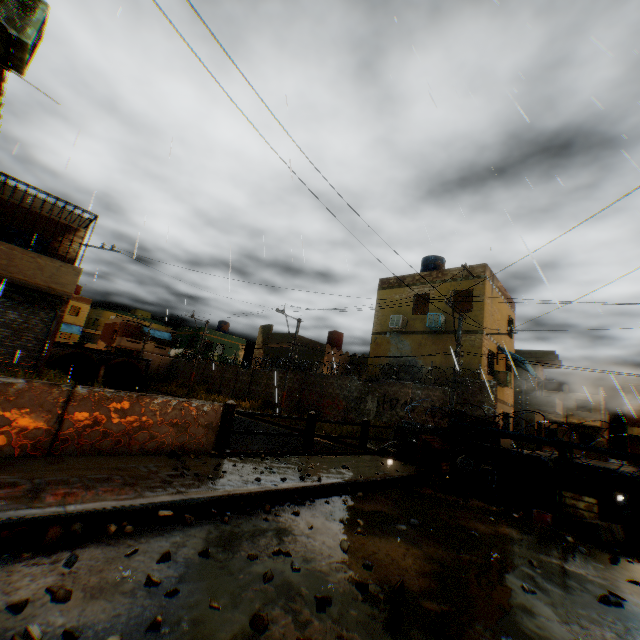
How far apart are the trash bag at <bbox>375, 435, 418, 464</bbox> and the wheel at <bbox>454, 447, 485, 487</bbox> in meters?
0.6 m

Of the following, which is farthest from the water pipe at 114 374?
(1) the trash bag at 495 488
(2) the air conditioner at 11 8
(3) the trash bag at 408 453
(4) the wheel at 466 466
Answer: (1) the trash bag at 495 488

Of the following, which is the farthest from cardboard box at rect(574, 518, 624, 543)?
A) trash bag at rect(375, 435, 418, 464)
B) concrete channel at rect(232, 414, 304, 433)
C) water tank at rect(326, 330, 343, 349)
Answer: water tank at rect(326, 330, 343, 349)

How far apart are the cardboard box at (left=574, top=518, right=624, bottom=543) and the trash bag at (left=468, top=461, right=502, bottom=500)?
1.5 meters

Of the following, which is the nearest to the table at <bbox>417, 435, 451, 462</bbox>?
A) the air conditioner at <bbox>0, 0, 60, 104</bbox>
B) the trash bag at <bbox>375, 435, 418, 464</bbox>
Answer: the trash bag at <bbox>375, 435, 418, 464</bbox>

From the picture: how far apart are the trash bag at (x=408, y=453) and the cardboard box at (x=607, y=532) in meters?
3.7 m

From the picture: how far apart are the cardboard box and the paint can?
0.5m

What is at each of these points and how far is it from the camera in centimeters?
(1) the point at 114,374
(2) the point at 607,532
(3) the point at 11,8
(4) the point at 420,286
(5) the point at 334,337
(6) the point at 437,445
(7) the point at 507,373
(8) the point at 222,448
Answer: (1) water pipe, 3806cm
(2) cardboard box, 511cm
(3) air conditioner, 443cm
(4) building, 2027cm
(5) water tank, 3197cm
(6) table, 855cm
(7) building, 1761cm
(8) bridge, 598cm
